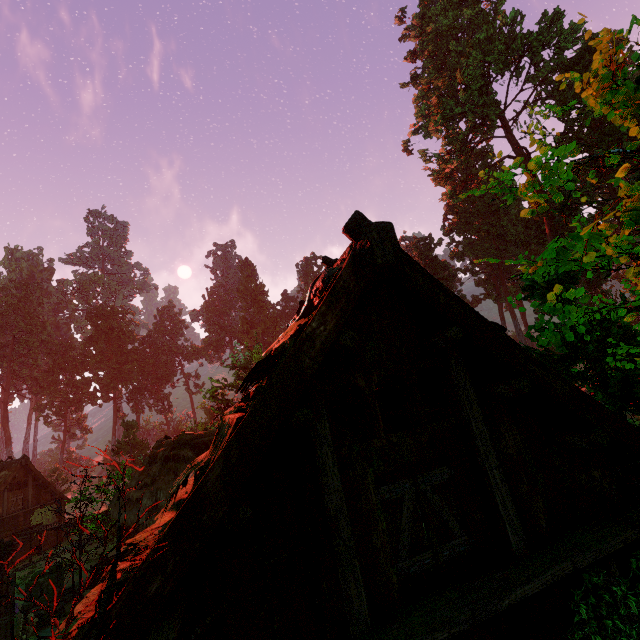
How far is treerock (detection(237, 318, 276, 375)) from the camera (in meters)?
31.18

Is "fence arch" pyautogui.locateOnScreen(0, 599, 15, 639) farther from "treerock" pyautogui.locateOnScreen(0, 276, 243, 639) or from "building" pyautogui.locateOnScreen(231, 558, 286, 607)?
"treerock" pyautogui.locateOnScreen(0, 276, 243, 639)

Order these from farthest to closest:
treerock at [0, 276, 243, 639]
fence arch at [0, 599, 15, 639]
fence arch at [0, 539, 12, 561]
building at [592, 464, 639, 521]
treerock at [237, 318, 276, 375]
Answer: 1. treerock at [237, 318, 276, 375]
2. fence arch at [0, 539, 12, 561]
3. fence arch at [0, 599, 15, 639]
4. building at [592, 464, 639, 521]
5. treerock at [0, 276, 243, 639]

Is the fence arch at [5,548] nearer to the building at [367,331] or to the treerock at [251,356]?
the building at [367,331]

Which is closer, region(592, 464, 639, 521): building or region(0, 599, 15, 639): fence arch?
Result: region(592, 464, 639, 521): building

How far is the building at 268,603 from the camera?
3.05m

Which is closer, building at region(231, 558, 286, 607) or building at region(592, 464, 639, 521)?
building at region(231, 558, 286, 607)

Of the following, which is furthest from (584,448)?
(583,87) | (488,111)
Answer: (488,111)
